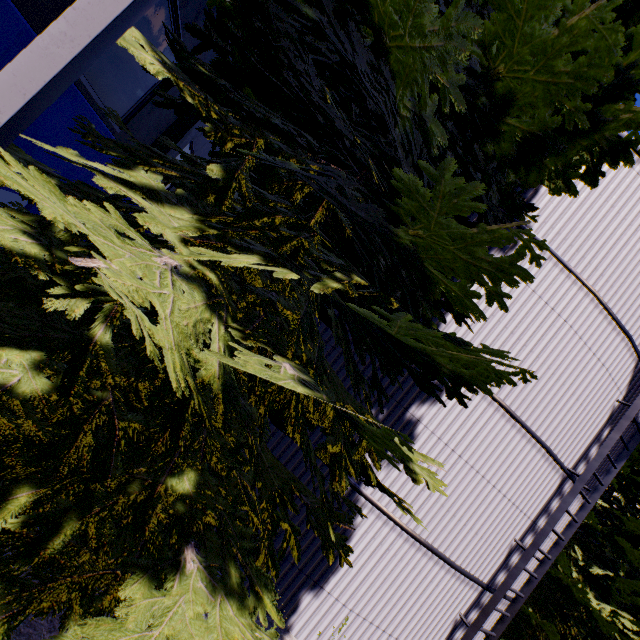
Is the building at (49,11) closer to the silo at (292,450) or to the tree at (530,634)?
the tree at (530,634)

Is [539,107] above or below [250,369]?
above

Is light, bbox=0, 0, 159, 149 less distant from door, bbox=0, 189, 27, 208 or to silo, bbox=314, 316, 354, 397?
silo, bbox=314, 316, 354, 397

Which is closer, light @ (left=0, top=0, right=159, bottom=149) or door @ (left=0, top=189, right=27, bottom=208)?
light @ (left=0, top=0, right=159, bottom=149)

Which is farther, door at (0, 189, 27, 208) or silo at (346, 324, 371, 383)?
door at (0, 189, 27, 208)

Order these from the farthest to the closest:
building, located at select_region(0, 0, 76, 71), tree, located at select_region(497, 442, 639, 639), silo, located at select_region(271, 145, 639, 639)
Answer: tree, located at select_region(497, 442, 639, 639), silo, located at select_region(271, 145, 639, 639), building, located at select_region(0, 0, 76, 71)

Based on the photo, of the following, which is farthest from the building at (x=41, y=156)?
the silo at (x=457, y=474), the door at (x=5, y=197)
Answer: the silo at (x=457, y=474)
